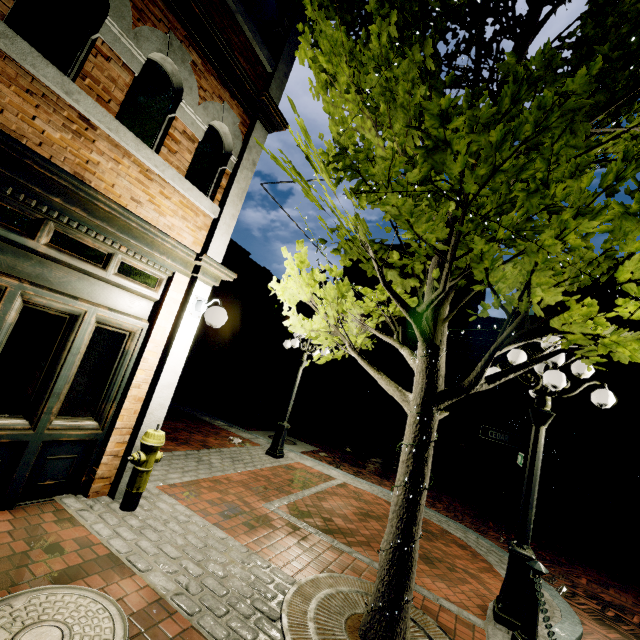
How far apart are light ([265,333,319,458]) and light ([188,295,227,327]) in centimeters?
379cm

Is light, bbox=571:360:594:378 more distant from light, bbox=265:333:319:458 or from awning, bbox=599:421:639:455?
awning, bbox=599:421:639:455

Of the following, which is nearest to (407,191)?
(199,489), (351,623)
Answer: (351,623)

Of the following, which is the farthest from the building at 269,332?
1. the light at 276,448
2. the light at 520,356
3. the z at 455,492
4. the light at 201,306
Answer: the light at 201,306

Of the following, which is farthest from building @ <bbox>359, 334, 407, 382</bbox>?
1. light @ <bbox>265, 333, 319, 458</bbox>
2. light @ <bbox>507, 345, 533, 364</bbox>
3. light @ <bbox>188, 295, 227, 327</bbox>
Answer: light @ <bbox>188, 295, 227, 327</bbox>

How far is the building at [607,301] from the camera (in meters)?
19.06

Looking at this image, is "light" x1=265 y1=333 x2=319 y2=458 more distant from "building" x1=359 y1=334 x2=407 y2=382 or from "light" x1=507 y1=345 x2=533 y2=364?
"building" x1=359 y1=334 x2=407 y2=382

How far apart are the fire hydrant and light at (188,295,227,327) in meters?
1.4 m
